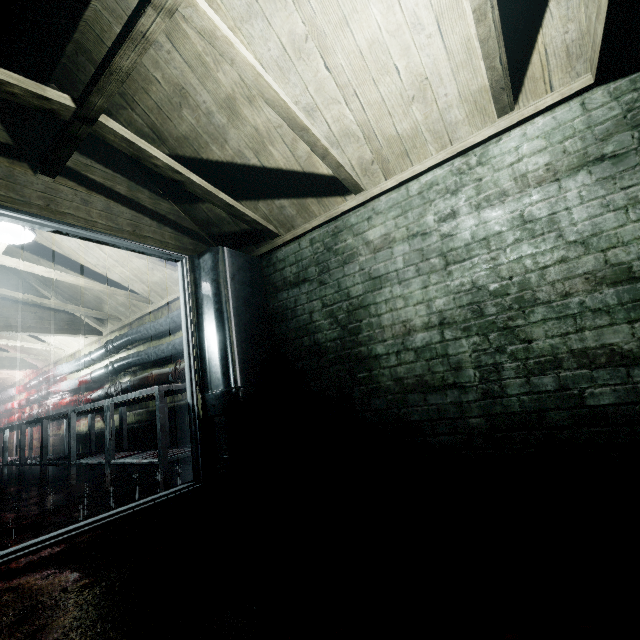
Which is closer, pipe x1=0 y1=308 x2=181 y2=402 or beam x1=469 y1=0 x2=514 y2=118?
beam x1=469 y1=0 x2=514 y2=118

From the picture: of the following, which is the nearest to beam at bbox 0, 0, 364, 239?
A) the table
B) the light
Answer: the light

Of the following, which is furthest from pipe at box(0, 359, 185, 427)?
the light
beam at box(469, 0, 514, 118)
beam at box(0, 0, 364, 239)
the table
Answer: beam at box(469, 0, 514, 118)

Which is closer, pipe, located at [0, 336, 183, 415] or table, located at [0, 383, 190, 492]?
table, located at [0, 383, 190, 492]

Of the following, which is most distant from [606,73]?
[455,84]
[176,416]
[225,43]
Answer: [176,416]

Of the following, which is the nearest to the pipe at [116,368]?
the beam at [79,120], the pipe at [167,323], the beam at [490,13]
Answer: the pipe at [167,323]

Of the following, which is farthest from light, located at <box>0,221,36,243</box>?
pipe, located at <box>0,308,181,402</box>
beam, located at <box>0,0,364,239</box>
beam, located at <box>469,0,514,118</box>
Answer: beam, located at <box>469,0,514,118</box>

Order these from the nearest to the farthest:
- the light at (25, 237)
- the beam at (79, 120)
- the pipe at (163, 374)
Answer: the beam at (79, 120)
the light at (25, 237)
the pipe at (163, 374)
